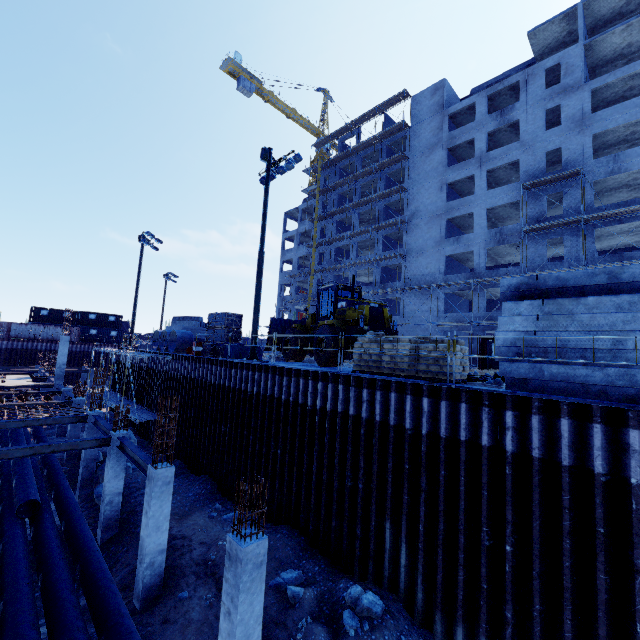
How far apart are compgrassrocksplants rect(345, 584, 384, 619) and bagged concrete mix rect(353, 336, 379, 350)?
5.73m

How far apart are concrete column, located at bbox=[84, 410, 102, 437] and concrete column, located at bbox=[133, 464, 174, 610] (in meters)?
9.35

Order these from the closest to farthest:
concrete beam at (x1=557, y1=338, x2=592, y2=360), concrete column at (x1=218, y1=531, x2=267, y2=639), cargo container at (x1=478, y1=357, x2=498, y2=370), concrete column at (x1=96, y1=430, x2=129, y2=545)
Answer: concrete column at (x1=218, y1=531, x2=267, y2=639)
concrete beam at (x1=557, y1=338, x2=592, y2=360)
concrete column at (x1=96, y1=430, x2=129, y2=545)
cargo container at (x1=478, y1=357, x2=498, y2=370)

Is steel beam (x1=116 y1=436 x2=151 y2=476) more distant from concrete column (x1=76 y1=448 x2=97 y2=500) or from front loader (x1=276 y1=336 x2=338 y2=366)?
front loader (x1=276 y1=336 x2=338 y2=366)

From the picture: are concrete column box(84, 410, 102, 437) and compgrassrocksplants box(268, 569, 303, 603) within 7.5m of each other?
no

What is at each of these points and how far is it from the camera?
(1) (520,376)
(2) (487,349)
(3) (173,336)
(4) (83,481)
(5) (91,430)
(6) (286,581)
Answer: (1) concrete beam, 7.7 meters
(2) cargo container, 22.3 meters
(3) concrete pipe, 23.6 meters
(4) concrete column, 16.6 meters
(5) concrete column, 16.9 meters
(6) compgrassrocksplants, 9.3 meters

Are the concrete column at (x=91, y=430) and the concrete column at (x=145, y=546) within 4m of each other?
no

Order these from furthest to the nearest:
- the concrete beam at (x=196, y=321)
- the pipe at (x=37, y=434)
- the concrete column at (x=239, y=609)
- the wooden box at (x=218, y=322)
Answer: the concrete beam at (x=196, y=321)
the pipe at (x=37, y=434)
the wooden box at (x=218, y=322)
the concrete column at (x=239, y=609)
